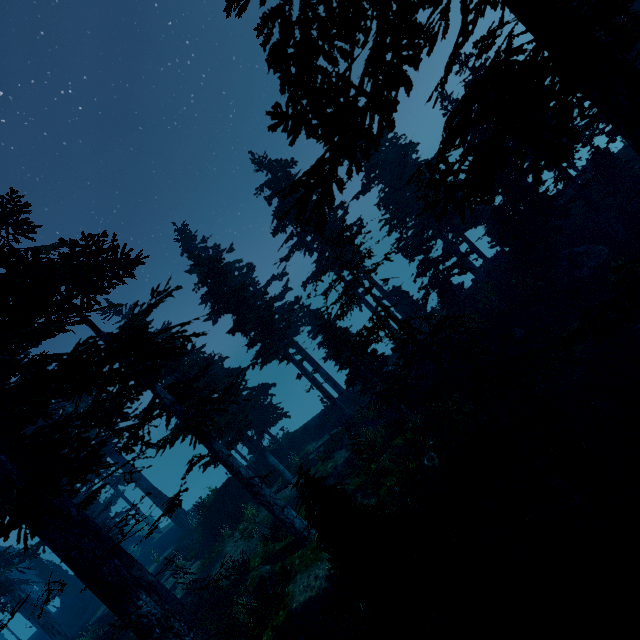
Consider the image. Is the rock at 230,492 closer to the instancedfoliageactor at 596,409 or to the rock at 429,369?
the instancedfoliageactor at 596,409

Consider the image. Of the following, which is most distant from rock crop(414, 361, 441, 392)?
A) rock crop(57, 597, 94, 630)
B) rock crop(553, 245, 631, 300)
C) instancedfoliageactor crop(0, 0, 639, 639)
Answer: rock crop(57, 597, 94, 630)

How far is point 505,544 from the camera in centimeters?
1005cm

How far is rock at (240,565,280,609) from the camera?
12.9 meters

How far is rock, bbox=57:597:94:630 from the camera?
30.31m

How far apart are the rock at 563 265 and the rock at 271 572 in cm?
1935

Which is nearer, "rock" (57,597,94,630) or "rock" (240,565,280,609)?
"rock" (240,565,280,609)

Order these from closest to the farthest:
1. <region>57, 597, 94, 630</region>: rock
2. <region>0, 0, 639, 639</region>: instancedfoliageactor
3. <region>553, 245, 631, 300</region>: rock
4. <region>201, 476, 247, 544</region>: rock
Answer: <region>0, 0, 639, 639</region>: instancedfoliageactor < <region>553, 245, 631, 300</region>: rock < <region>201, 476, 247, 544</region>: rock < <region>57, 597, 94, 630</region>: rock
